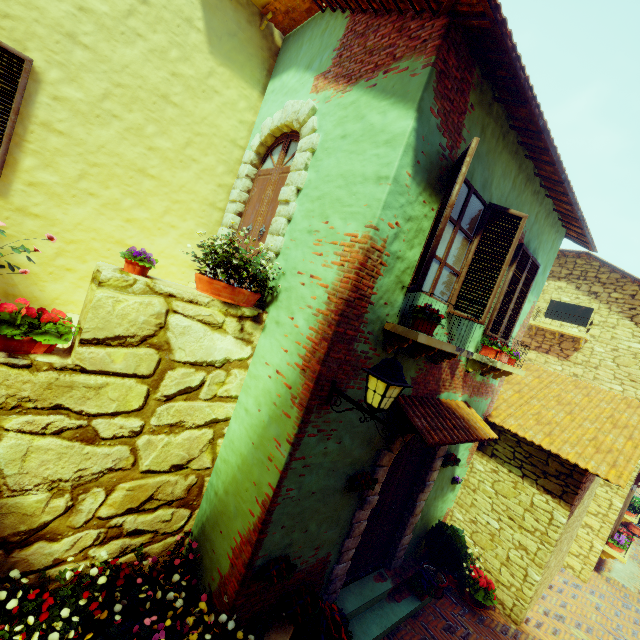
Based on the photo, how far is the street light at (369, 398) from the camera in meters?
3.0

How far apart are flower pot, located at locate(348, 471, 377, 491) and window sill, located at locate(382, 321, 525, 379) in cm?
174

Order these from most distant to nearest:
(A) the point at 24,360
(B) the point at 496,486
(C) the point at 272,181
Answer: (B) the point at 496,486, (C) the point at 272,181, (A) the point at 24,360

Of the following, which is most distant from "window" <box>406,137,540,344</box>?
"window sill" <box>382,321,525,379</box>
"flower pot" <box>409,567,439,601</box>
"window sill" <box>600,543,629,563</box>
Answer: "flower pot" <box>409,567,439,601</box>

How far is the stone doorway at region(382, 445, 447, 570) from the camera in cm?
587

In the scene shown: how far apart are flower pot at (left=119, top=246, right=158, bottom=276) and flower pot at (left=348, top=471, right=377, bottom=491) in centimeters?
360cm

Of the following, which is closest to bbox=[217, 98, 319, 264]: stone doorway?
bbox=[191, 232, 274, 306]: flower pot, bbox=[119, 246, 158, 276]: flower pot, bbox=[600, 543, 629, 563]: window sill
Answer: bbox=[191, 232, 274, 306]: flower pot

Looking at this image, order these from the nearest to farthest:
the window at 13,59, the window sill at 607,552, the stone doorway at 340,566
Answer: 1. the window at 13,59
2. the stone doorway at 340,566
3. the window sill at 607,552
